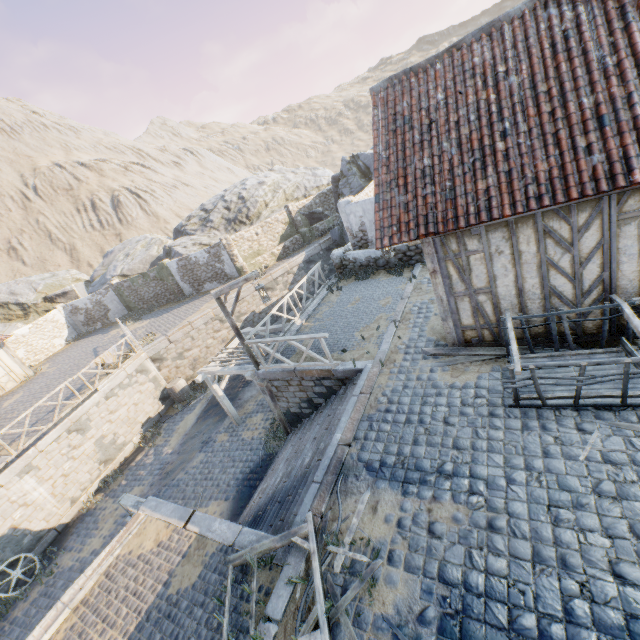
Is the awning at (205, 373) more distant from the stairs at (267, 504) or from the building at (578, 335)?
the building at (578, 335)

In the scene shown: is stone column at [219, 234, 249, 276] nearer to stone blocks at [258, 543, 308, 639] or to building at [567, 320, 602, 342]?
stone blocks at [258, 543, 308, 639]

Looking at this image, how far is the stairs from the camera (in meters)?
6.07

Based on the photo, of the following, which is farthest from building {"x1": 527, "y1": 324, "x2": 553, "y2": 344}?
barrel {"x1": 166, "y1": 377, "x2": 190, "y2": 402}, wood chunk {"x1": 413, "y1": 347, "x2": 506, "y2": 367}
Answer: barrel {"x1": 166, "y1": 377, "x2": 190, "y2": 402}

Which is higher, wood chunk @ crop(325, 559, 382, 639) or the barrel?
wood chunk @ crop(325, 559, 382, 639)

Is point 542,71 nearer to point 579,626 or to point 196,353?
point 579,626

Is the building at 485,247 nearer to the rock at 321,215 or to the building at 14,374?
the rock at 321,215

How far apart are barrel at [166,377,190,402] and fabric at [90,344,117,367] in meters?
2.9 m
